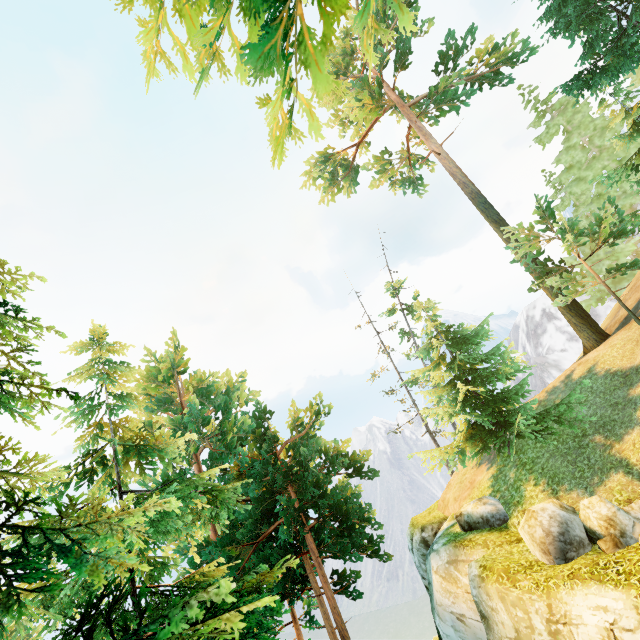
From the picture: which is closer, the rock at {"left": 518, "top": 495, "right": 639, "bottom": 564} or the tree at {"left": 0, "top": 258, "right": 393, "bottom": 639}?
the tree at {"left": 0, "top": 258, "right": 393, "bottom": 639}

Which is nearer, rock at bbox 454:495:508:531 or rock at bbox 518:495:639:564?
rock at bbox 518:495:639:564

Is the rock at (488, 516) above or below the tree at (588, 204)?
below

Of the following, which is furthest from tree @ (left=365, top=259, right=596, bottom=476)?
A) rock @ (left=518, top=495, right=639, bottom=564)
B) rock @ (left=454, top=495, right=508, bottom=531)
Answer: rock @ (left=518, top=495, right=639, bottom=564)

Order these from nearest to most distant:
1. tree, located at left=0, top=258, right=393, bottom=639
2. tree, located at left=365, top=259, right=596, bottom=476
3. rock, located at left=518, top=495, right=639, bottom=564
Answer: tree, located at left=0, top=258, right=393, bottom=639
rock, located at left=518, top=495, right=639, bottom=564
tree, located at left=365, top=259, right=596, bottom=476

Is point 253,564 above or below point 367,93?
below

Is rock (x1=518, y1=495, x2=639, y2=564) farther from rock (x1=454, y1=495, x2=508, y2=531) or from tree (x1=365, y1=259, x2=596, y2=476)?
tree (x1=365, y1=259, x2=596, y2=476)
